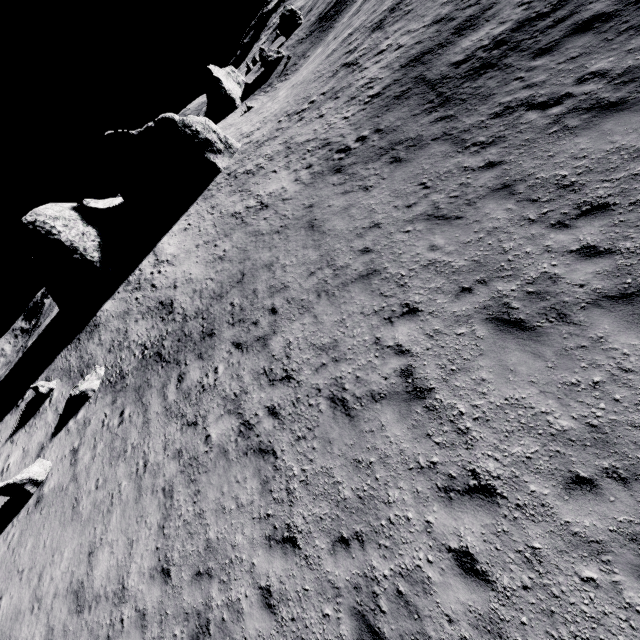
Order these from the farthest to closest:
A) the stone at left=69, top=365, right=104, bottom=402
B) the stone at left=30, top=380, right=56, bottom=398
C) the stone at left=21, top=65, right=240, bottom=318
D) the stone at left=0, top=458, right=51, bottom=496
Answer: the stone at left=21, top=65, right=240, bottom=318, the stone at left=30, top=380, right=56, bottom=398, the stone at left=69, top=365, right=104, bottom=402, the stone at left=0, top=458, right=51, bottom=496

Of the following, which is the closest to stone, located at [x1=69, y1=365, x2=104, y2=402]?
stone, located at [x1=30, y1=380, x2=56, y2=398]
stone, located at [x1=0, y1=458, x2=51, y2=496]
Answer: stone, located at [x1=0, y1=458, x2=51, y2=496]

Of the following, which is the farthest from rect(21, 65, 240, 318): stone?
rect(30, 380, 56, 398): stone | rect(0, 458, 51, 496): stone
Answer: rect(0, 458, 51, 496): stone

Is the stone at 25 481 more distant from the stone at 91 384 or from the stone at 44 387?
the stone at 44 387

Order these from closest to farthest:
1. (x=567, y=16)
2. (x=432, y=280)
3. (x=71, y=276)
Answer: (x=432, y=280)
(x=567, y=16)
(x=71, y=276)

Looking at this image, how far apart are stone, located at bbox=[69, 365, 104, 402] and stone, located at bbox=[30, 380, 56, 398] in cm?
344

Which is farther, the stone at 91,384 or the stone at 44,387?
the stone at 44,387

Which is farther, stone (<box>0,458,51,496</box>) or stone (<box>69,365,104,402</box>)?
stone (<box>69,365,104,402</box>)
